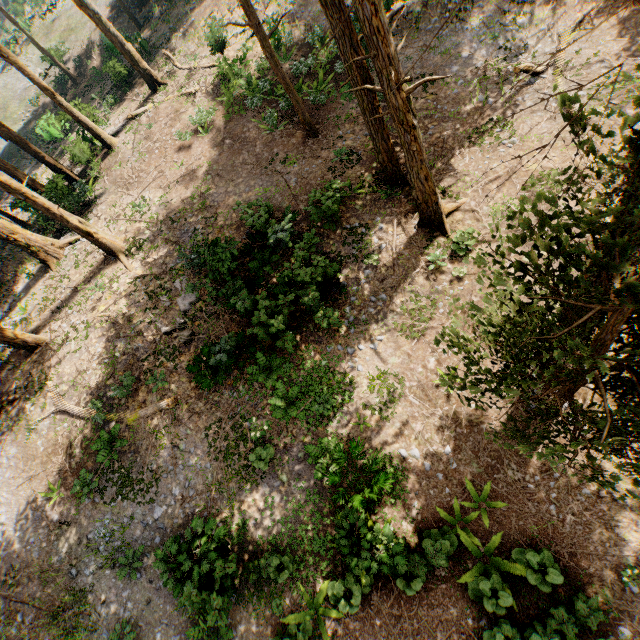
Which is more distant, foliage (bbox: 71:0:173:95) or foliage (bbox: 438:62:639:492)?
foliage (bbox: 71:0:173:95)

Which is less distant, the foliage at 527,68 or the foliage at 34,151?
the foliage at 527,68

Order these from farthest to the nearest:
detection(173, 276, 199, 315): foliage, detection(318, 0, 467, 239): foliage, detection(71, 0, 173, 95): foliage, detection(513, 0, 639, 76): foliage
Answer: detection(71, 0, 173, 95): foliage
detection(173, 276, 199, 315): foliage
detection(318, 0, 467, 239): foliage
detection(513, 0, 639, 76): foliage

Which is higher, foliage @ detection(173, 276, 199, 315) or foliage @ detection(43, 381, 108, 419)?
foliage @ detection(43, 381, 108, 419)

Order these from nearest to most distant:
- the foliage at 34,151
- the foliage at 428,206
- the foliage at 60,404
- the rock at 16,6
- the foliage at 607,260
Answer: the foliage at 607,260 < the foliage at 428,206 < the foliage at 60,404 < the foliage at 34,151 < the rock at 16,6

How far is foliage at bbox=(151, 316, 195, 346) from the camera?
14.52m

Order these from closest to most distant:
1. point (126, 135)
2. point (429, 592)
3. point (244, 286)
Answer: point (429, 592)
point (244, 286)
point (126, 135)
